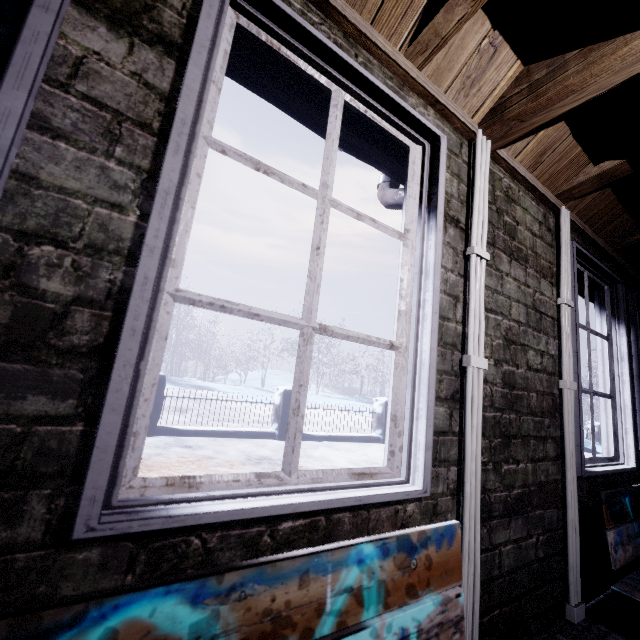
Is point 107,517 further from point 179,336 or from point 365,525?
point 179,336

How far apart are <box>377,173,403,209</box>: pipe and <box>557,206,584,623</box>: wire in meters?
0.8

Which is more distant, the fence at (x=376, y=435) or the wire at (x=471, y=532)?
the fence at (x=376, y=435)

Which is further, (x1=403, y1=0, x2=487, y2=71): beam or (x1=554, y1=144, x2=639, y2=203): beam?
(x1=554, y1=144, x2=639, y2=203): beam

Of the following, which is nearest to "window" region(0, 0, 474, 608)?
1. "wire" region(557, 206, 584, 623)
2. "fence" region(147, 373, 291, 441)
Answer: "wire" region(557, 206, 584, 623)

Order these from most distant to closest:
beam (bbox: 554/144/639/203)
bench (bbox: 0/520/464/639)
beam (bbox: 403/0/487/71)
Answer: beam (bbox: 554/144/639/203), beam (bbox: 403/0/487/71), bench (bbox: 0/520/464/639)

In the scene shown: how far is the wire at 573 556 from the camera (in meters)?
1.43
